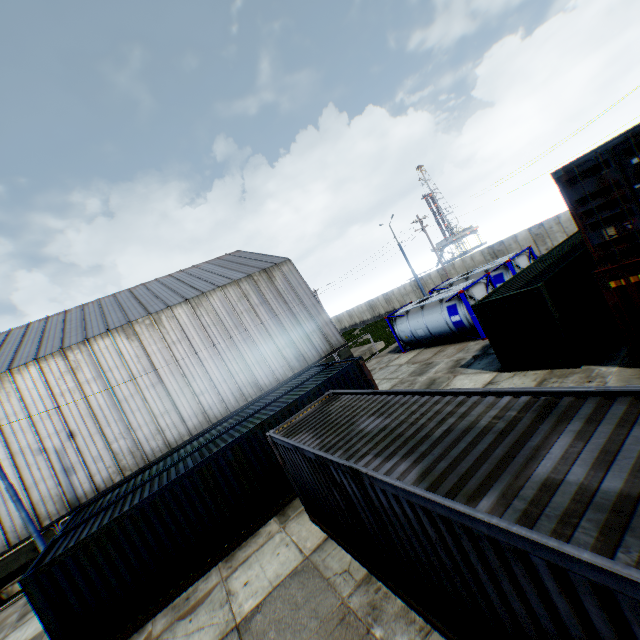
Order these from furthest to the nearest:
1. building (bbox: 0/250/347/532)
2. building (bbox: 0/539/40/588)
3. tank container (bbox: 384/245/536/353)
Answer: building (bbox: 0/250/347/532)
tank container (bbox: 384/245/536/353)
building (bbox: 0/539/40/588)

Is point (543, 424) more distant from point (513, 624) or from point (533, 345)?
point (533, 345)

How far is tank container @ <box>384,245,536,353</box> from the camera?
18.0 meters

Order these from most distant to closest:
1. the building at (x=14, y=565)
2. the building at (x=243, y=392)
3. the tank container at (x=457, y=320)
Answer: the building at (x=243, y=392) < the tank container at (x=457, y=320) < the building at (x=14, y=565)

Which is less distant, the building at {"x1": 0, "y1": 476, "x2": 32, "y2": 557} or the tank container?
the building at {"x1": 0, "y1": 476, "x2": 32, "y2": 557}

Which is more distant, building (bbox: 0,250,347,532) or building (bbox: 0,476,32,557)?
building (bbox: 0,250,347,532)

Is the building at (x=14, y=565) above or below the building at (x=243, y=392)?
below
